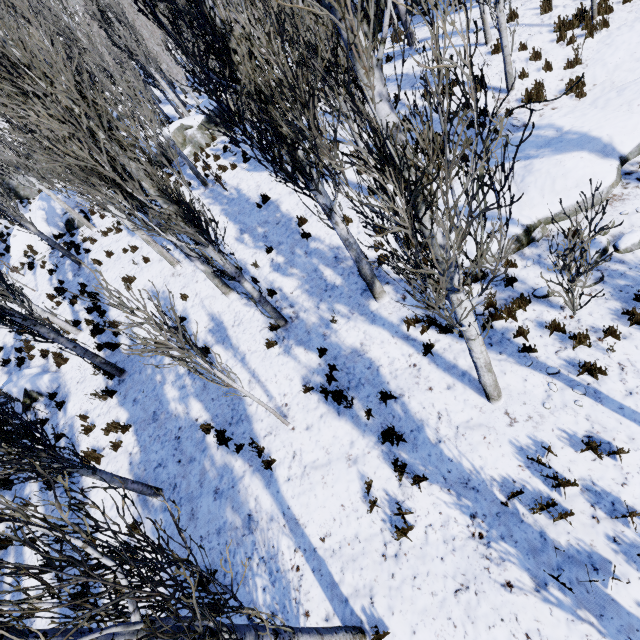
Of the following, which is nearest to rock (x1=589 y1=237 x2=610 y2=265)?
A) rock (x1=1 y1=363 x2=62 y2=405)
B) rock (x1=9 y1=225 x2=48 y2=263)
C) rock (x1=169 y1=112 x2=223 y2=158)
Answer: rock (x1=169 y1=112 x2=223 y2=158)

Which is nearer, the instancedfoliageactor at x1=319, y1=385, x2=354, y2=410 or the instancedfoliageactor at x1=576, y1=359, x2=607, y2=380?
the instancedfoliageactor at x1=576, y1=359, x2=607, y2=380

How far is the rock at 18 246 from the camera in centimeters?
1858cm

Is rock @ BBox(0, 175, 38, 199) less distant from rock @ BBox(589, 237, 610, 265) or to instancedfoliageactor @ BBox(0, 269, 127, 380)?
instancedfoliageactor @ BBox(0, 269, 127, 380)

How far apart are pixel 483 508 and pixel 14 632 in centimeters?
542cm

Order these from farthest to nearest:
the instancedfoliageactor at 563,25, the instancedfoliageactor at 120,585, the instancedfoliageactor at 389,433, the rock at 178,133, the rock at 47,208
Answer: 1. the rock at 47,208
2. the rock at 178,133
3. the instancedfoliageactor at 563,25
4. the instancedfoliageactor at 389,433
5. the instancedfoliageactor at 120,585

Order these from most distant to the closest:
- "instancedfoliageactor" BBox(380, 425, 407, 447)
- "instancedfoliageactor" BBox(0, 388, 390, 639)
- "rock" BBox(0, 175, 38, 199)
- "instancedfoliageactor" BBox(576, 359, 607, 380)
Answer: "rock" BBox(0, 175, 38, 199)
"instancedfoliageactor" BBox(380, 425, 407, 447)
"instancedfoliageactor" BBox(576, 359, 607, 380)
"instancedfoliageactor" BBox(0, 388, 390, 639)

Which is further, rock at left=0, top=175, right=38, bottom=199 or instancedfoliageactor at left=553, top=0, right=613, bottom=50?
rock at left=0, top=175, right=38, bottom=199
